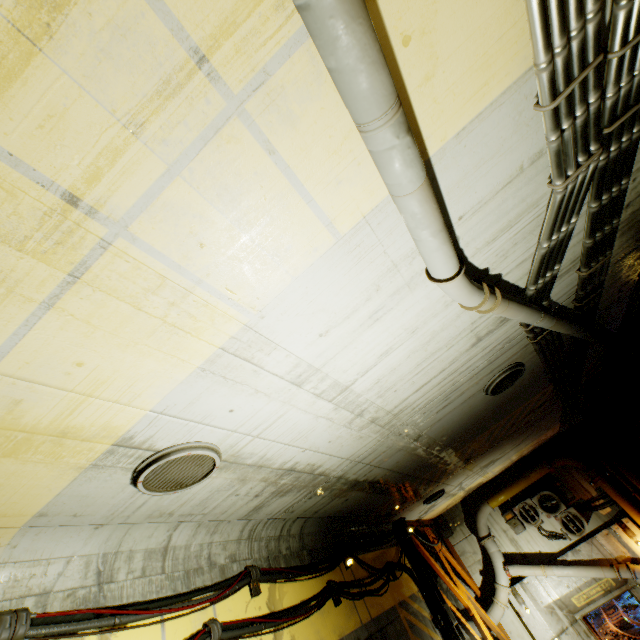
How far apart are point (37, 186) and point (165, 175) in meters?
0.5

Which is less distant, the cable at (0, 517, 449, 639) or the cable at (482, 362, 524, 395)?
→ the cable at (0, 517, 449, 639)

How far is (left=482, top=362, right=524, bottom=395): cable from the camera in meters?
5.5 m

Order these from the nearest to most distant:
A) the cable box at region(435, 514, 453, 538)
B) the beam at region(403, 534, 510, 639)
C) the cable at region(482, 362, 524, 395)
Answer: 1. the cable at region(482, 362, 524, 395)
2. the beam at region(403, 534, 510, 639)
3. the cable box at region(435, 514, 453, 538)

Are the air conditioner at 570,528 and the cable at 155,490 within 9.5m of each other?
no

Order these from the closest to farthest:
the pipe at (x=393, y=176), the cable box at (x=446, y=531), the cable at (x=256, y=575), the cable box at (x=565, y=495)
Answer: the pipe at (x=393, y=176) → the cable at (x=256, y=575) → the cable box at (x=565, y=495) → the cable box at (x=446, y=531)

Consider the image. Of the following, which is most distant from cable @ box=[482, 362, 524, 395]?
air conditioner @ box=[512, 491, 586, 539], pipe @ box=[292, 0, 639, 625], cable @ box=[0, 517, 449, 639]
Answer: air conditioner @ box=[512, 491, 586, 539]

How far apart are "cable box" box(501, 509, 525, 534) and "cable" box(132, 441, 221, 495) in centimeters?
1420cm
